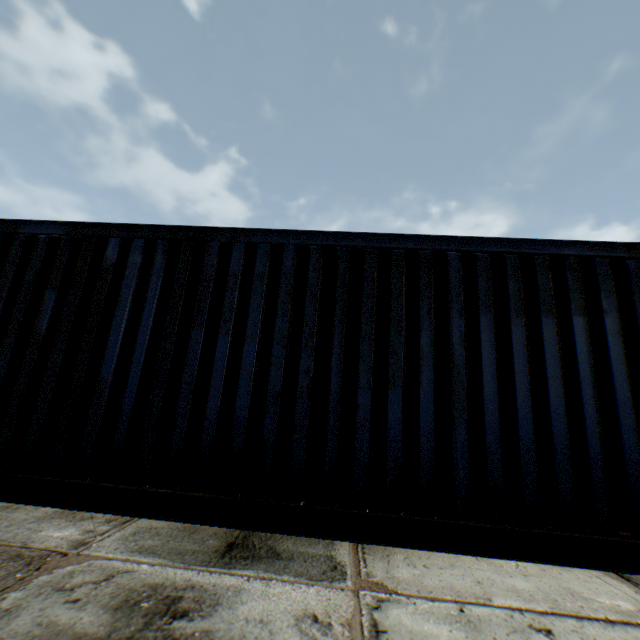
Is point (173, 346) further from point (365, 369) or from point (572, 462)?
point (572, 462)
